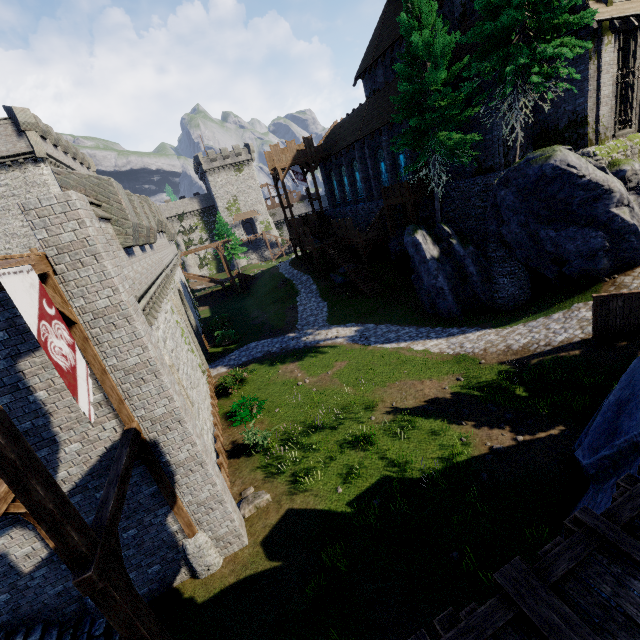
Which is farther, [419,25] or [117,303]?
[419,25]

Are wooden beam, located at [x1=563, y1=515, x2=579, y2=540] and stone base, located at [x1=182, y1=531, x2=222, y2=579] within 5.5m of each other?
no

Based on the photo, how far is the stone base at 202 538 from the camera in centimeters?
927cm

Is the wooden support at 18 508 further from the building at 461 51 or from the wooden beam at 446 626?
the building at 461 51

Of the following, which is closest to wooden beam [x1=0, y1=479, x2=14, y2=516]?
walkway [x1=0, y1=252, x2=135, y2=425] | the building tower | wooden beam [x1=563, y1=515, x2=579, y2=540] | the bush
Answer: walkway [x1=0, y1=252, x2=135, y2=425]

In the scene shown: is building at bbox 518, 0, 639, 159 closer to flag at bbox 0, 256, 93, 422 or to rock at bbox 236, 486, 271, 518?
rock at bbox 236, 486, 271, 518

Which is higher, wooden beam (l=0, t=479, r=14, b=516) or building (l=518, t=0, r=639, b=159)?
building (l=518, t=0, r=639, b=159)

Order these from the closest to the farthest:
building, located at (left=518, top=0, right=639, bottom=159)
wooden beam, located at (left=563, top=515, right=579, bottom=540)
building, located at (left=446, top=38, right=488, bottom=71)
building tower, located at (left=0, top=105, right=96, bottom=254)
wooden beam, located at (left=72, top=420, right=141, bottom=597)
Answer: wooden beam, located at (left=563, top=515, right=579, bottom=540) → wooden beam, located at (left=72, top=420, right=141, bottom=597) → building, located at (left=518, top=0, right=639, bottom=159) → building, located at (left=446, top=38, right=488, bottom=71) → building tower, located at (left=0, top=105, right=96, bottom=254)
